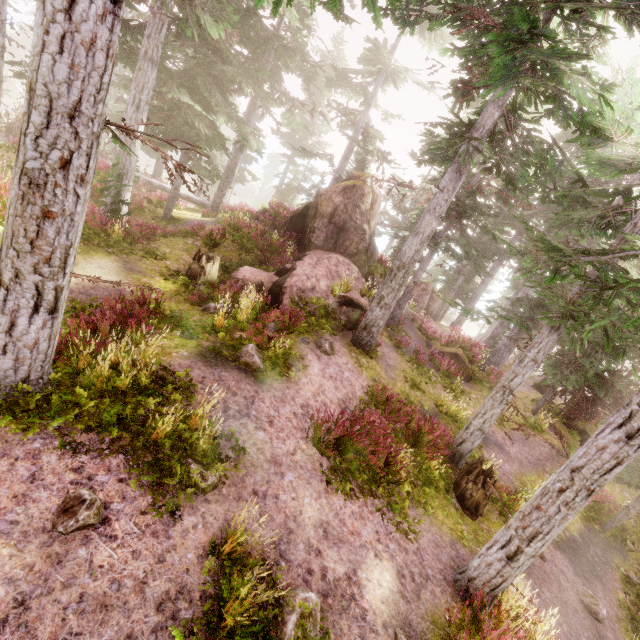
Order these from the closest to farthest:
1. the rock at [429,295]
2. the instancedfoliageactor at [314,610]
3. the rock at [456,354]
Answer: the instancedfoliageactor at [314,610] → the rock at [456,354] → the rock at [429,295]

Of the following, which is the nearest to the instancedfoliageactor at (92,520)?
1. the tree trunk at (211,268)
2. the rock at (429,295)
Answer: the rock at (429,295)

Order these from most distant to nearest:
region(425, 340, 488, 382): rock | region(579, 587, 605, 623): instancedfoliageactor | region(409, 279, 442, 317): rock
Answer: region(409, 279, 442, 317): rock < region(425, 340, 488, 382): rock < region(579, 587, 605, 623): instancedfoliageactor

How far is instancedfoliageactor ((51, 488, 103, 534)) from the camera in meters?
3.8

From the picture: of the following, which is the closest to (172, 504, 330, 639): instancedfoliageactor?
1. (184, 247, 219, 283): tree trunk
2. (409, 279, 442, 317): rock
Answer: (409, 279, 442, 317): rock

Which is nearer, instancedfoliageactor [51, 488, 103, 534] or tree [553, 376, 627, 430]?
instancedfoliageactor [51, 488, 103, 534]

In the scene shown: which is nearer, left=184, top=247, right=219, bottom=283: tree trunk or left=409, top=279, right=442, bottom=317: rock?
left=184, top=247, right=219, bottom=283: tree trunk

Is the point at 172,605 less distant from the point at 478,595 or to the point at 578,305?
the point at 478,595
